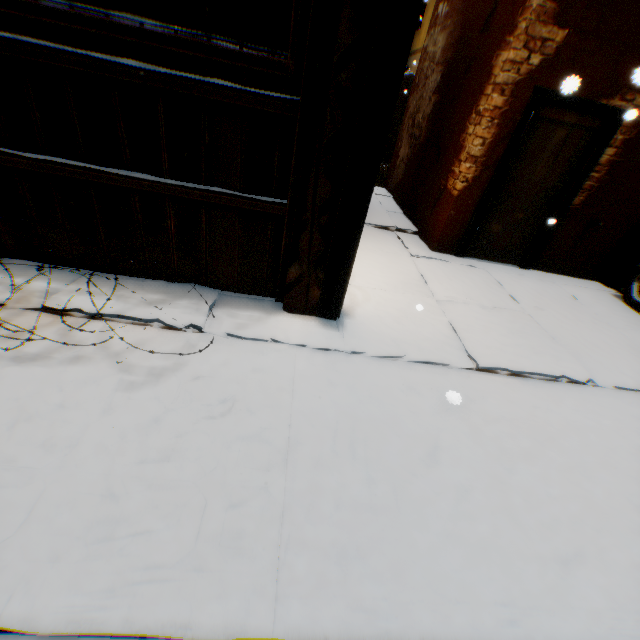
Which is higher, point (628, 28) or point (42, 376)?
point (628, 28)

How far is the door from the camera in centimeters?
464cm

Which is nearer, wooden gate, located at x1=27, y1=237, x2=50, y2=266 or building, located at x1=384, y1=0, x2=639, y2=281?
wooden gate, located at x1=27, y1=237, x2=50, y2=266

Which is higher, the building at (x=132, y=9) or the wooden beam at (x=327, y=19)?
the building at (x=132, y=9)

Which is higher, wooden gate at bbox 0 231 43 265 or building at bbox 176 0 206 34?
building at bbox 176 0 206 34

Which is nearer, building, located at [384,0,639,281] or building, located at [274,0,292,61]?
building, located at [384,0,639,281]

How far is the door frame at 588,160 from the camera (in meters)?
4.44

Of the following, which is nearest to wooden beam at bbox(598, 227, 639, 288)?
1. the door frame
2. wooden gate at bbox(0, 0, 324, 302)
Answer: wooden gate at bbox(0, 0, 324, 302)
